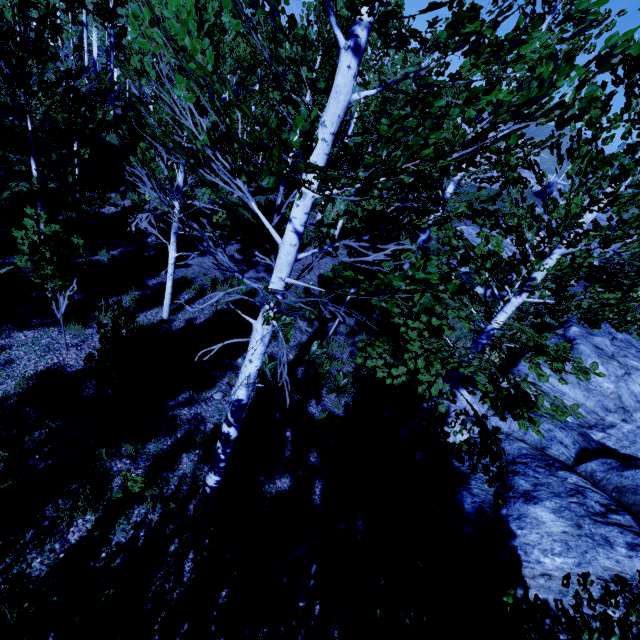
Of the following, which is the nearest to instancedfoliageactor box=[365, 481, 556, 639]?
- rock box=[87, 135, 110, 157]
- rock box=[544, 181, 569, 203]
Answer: rock box=[87, 135, 110, 157]

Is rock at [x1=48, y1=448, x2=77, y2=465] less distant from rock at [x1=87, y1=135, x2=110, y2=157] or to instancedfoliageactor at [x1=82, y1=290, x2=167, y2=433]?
instancedfoliageactor at [x1=82, y1=290, x2=167, y2=433]

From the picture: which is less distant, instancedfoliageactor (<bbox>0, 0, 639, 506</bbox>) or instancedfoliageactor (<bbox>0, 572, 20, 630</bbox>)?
instancedfoliageactor (<bbox>0, 0, 639, 506</bbox>)

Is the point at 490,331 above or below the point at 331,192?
below

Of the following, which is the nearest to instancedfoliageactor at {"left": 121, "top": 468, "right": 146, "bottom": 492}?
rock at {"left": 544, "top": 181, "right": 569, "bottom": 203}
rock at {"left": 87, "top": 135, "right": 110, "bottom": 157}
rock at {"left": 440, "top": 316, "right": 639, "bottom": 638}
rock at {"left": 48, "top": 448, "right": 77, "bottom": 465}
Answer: rock at {"left": 87, "top": 135, "right": 110, "bottom": 157}

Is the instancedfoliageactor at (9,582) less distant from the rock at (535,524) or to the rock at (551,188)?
the rock at (535,524)

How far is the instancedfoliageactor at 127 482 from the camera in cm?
477
